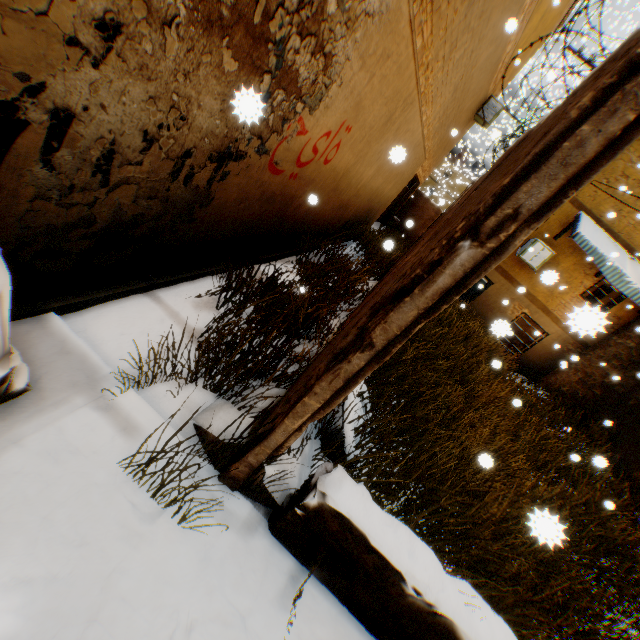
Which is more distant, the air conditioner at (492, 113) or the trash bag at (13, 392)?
the air conditioner at (492, 113)

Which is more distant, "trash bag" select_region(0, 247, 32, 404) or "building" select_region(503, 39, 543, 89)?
"building" select_region(503, 39, 543, 89)

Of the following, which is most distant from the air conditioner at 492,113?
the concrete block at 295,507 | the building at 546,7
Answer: the concrete block at 295,507

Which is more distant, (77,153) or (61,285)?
(61,285)

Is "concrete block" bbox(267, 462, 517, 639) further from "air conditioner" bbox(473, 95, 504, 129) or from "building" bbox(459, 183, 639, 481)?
"air conditioner" bbox(473, 95, 504, 129)

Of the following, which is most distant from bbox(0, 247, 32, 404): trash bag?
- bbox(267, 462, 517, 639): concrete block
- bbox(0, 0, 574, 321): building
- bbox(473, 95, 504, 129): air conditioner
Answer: bbox(473, 95, 504, 129): air conditioner

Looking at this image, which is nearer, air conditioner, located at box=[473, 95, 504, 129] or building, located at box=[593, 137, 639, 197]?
building, located at box=[593, 137, 639, 197]

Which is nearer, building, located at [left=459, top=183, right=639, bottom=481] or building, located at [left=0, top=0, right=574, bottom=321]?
building, located at [left=0, top=0, right=574, bottom=321]
